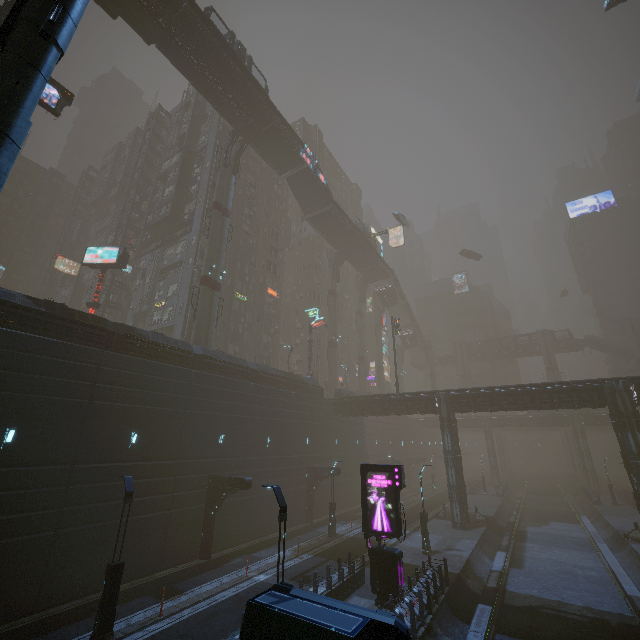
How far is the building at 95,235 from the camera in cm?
5453

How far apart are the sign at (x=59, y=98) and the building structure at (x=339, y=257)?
37.7 meters

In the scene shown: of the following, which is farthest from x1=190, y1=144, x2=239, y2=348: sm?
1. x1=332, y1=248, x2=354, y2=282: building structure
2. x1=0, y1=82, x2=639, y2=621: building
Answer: x1=332, y1=248, x2=354, y2=282: building structure

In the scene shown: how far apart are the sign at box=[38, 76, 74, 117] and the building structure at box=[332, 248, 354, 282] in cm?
3773

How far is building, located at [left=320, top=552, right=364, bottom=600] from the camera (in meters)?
14.95

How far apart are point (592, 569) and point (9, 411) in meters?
37.0 m

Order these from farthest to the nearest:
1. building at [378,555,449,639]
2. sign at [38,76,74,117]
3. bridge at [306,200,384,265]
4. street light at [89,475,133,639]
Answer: bridge at [306,200,384,265] < sign at [38,76,74,117] < building at [378,555,449,639] < street light at [89,475,133,639]

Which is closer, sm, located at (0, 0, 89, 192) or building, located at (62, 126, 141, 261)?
sm, located at (0, 0, 89, 192)
